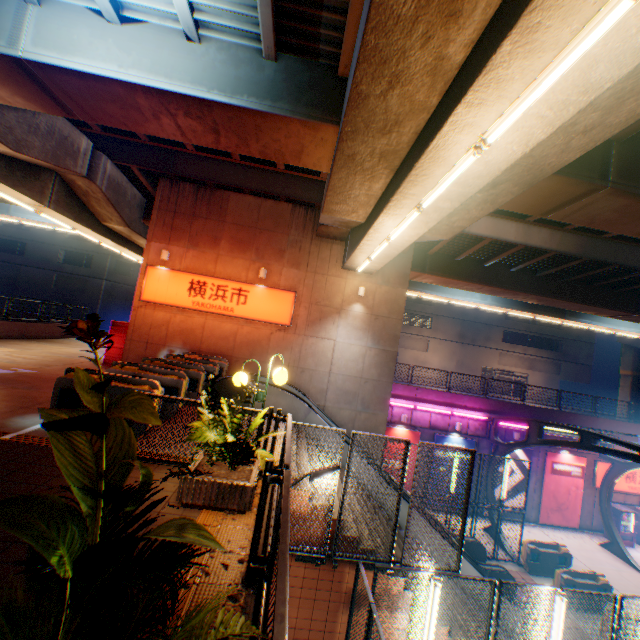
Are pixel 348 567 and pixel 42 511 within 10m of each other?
yes

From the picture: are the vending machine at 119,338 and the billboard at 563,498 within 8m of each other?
no

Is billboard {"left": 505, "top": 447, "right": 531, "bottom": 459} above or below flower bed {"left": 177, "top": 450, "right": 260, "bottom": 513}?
below

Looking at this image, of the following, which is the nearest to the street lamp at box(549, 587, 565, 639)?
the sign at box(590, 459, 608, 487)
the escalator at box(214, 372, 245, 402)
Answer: the escalator at box(214, 372, 245, 402)

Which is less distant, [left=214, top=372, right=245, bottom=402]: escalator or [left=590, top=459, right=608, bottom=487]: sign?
[left=214, top=372, right=245, bottom=402]: escalator

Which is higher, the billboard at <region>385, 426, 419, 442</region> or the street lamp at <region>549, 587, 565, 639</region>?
the billboard at <region>385, 426, 419, 442</region>

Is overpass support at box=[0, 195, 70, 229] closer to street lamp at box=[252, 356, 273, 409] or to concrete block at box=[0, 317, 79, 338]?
concrete block at box=[0, 317, 79, 338]

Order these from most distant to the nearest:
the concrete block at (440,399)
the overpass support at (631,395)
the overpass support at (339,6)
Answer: the overpass support at (631,395)
the concrete block at (440,399)
the overpass support at (339,6)
